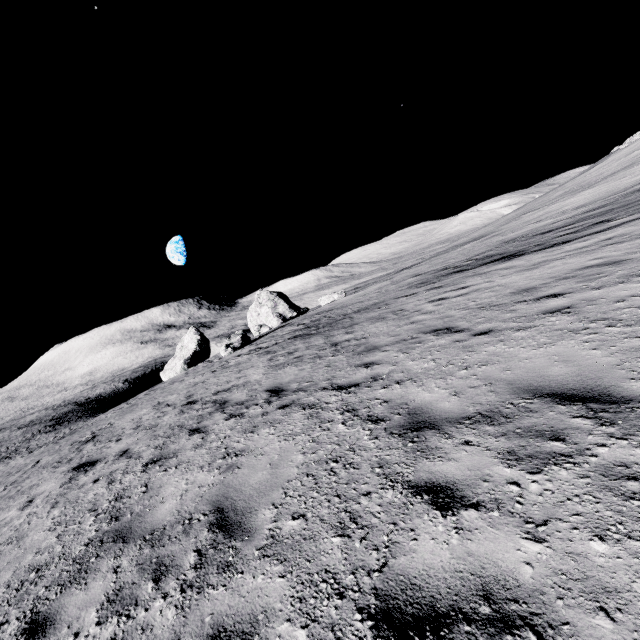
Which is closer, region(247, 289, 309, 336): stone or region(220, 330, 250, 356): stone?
region(220, 330, 250, 356): stone

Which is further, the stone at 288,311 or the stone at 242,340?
the stone at 288,311

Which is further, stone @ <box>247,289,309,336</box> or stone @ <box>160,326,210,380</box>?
stone @ <box>247,289,309,336</box>

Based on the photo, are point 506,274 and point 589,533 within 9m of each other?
no

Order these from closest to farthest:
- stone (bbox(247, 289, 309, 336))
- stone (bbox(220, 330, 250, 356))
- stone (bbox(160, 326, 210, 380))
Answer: stone (bbox(220, 330, 250, 356)) < stone (bbox(160, 326, 210, 380)) < stone (bbox(247, 289, 309, 336))

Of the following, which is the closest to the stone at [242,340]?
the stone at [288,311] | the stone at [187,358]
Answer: the stone at [288,311]

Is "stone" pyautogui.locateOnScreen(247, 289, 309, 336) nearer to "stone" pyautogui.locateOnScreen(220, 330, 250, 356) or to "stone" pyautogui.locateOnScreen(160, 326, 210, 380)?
"stone" pyautogui.locateOnScreen(160, 326, 210, 380)

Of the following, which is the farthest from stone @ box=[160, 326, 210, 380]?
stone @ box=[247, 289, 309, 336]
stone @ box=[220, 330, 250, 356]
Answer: stone @ box=[220, 330, 250, 356]
